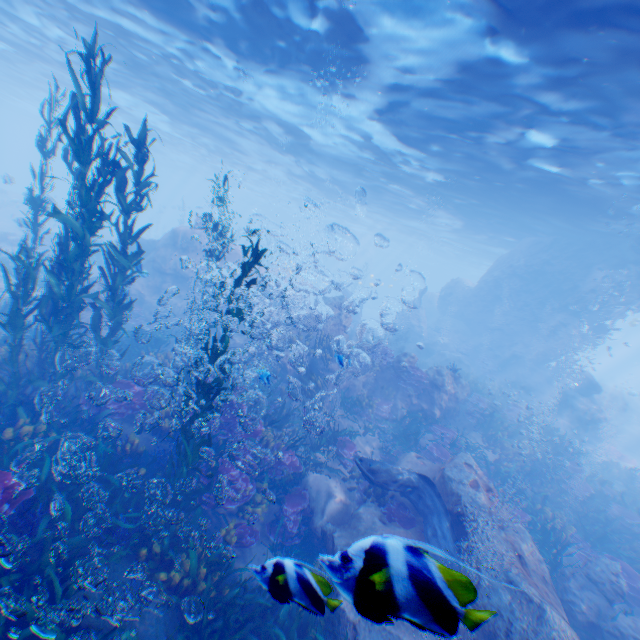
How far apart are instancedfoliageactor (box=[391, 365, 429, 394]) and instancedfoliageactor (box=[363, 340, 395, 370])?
0.46m

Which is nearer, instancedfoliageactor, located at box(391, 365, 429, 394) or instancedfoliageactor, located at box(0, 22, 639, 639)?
instancedfoliageactor, located at box(0, 22, 639, 639)

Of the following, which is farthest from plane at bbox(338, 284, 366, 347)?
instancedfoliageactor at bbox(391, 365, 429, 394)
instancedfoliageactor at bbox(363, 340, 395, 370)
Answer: instancedfoliageactor at bbox(391, 365, 429, 394)

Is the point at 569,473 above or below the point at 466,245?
below

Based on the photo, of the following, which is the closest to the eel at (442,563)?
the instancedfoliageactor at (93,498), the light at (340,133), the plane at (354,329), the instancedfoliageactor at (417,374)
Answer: the instancedfoliageactor at (93,498)

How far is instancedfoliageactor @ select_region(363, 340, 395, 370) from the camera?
13.9m

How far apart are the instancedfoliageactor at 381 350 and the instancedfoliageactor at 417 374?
0.5 meters

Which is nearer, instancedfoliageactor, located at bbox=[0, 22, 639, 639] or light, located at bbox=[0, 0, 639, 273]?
instancedfoliageactor, located at bbox=[0, 22, 639, 639]
